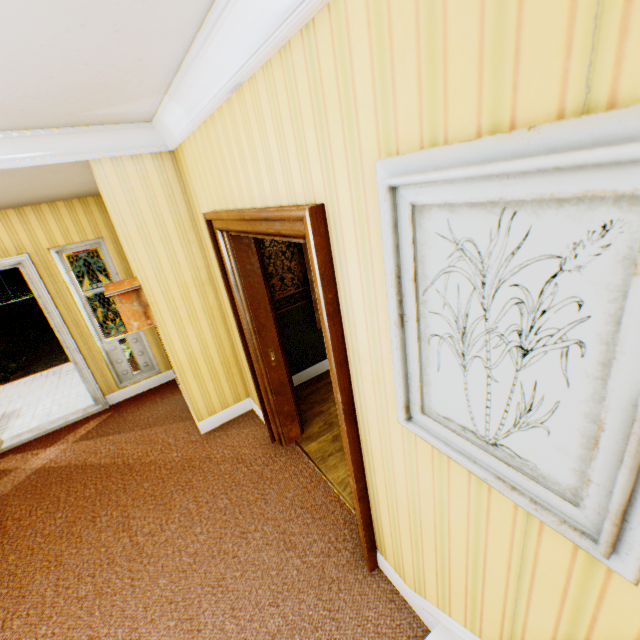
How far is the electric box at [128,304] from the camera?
3.22m

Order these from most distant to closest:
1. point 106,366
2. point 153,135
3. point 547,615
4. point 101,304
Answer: point 101,304
point 106,366
point 153,135
point 547,615

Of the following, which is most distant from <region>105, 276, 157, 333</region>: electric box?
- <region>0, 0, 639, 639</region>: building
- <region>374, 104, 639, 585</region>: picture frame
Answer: <region>374, 104, 639, 585</region>: picture frame

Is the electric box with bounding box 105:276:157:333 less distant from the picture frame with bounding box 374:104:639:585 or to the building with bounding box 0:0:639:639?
the building with bounding box 0:0:639:639

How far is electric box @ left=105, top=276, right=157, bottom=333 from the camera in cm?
322

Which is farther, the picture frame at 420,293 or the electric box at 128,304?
the electric box at 128,304

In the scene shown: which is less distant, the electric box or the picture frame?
the picture frame

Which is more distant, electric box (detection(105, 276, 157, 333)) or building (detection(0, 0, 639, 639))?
electric box (detection(105, 276, 157, 333))
